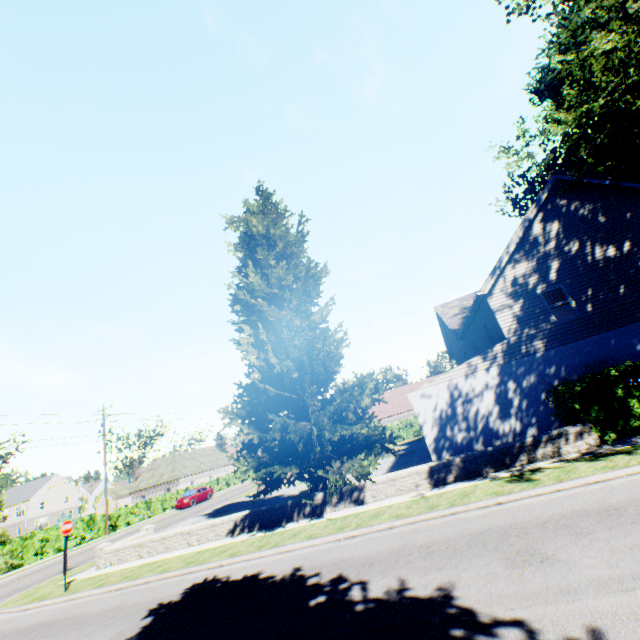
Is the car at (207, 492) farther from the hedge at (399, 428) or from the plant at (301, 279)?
the plant at (301, 279)

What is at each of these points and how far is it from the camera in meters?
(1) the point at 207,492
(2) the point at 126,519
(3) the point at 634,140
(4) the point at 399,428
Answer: (1) car, 37.0 m
(2) hedge, 31.6 m
(3) plant, 9.4 m
(4) hedge, 40.5 m

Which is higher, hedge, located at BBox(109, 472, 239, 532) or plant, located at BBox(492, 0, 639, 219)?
plant, located at BBox(492, 0, 639, 219)

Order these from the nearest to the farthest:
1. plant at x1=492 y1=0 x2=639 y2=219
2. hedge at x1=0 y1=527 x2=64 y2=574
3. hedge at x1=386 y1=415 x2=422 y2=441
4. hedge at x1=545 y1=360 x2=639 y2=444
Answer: plant at x1=492 y1=0 x2=639 y2=219 < hedge at x1=545 y1=360 x2=639 y2=444 < hedge at x1=0 y1=527 x2=64 y2=574 < hedge at x1=386 y1=415 x2=422 y2=441

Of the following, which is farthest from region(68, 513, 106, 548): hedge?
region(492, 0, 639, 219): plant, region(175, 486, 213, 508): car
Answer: region(175, 486, 213, 508): car

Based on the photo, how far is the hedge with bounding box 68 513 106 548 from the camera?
27.17m

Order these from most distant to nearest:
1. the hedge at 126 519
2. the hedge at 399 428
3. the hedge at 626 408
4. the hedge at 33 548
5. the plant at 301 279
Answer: the hedge at 399 428 < the hedge at 126 519 < the hedge at 33 548 < the plant at 301 279 < the hedge at 626 408
